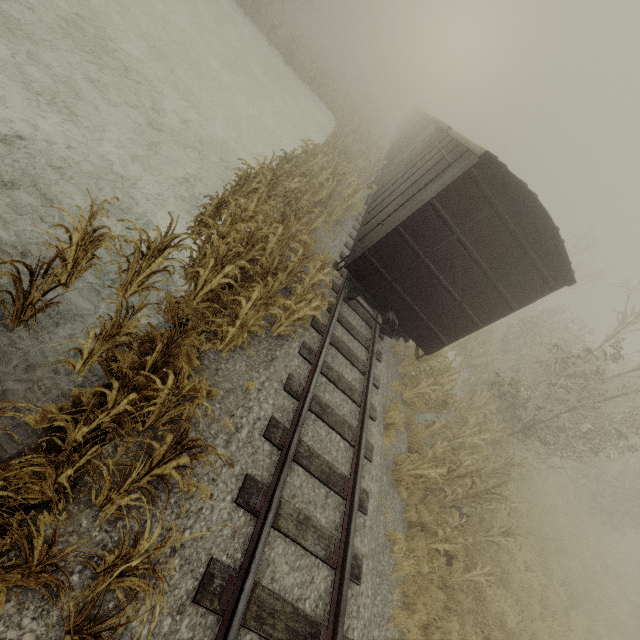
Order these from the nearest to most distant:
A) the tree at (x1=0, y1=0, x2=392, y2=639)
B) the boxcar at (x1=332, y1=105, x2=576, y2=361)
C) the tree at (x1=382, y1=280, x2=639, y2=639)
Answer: the tree at (x1=0, y1=0, x2=392, y2=639)
the boxcar at (x1=332, y1=105, x2=576, y2=361)
the tree at (x1=382, y1=280, x2=639, y2=639)

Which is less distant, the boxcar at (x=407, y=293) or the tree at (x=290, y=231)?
the tree at (x=290, y=231)

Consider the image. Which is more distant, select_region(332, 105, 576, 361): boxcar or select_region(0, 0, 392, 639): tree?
select_region(332, 105, 576, 361): boxcar

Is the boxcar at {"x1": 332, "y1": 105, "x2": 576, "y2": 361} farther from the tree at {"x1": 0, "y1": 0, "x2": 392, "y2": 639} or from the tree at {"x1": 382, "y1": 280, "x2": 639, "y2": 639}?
the tree at {"x1": 382, "y1": 280, "x2": 639, "y2": 639}

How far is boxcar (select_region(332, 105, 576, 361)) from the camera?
6.4m

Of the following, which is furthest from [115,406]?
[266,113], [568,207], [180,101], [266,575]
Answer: [568,207]

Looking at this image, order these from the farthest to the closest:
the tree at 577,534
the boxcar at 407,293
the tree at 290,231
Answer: the tree at 577,534 → the boxcar at 407,293 → the tree at 290,231

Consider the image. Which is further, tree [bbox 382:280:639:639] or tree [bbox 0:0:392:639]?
tree [bbox 382:280:639:639]
